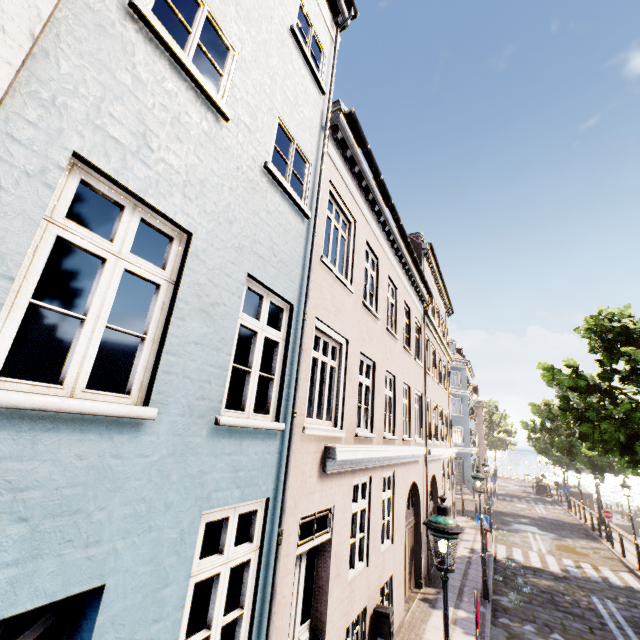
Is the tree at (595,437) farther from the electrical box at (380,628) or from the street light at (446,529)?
the electrical box at (380,628)

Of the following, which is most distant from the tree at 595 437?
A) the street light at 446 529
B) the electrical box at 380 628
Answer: the electrical box at 380 628

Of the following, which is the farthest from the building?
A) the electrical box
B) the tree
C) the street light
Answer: the electrical box

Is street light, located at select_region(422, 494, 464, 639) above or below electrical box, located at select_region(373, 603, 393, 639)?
above

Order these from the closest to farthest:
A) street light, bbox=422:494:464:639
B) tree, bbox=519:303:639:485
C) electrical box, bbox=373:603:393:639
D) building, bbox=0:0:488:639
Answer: building, bbox=0:0:488:639 → street light, bbox=422:494:464:639 → electrical box, bbox=373:603:393:639 → tree, bbox=519:303:639:485

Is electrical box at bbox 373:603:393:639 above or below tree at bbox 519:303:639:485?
below

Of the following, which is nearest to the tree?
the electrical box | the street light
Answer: the street light

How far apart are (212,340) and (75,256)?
7.1 meters
